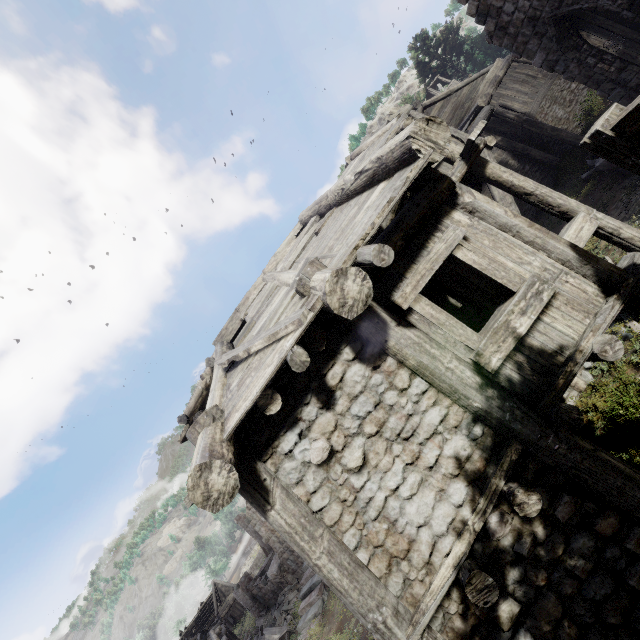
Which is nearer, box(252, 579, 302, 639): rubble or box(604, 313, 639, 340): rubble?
box(604, 313, 639, 340): rubble

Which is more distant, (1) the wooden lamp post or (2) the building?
(2) the building

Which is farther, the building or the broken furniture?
the broken furniture

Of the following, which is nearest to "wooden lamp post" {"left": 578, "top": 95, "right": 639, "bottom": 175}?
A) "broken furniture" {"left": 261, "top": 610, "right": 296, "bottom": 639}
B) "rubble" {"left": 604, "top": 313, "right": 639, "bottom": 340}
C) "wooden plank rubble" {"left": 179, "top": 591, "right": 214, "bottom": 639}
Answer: "rubble" {"left": 604, "top": 313, "right": 639, "bottom": 340}

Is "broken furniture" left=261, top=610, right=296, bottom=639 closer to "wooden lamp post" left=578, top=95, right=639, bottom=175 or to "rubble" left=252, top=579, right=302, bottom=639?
"rubble" left=252, top=579, right=302, bottom=639

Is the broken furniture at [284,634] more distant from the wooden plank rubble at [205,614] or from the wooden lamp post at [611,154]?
the wooden plank rubble at [205,614]

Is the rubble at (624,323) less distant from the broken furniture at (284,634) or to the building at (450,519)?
the building at (450,519)

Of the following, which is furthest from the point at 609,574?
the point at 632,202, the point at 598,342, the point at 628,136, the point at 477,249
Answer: the point at 632,202
